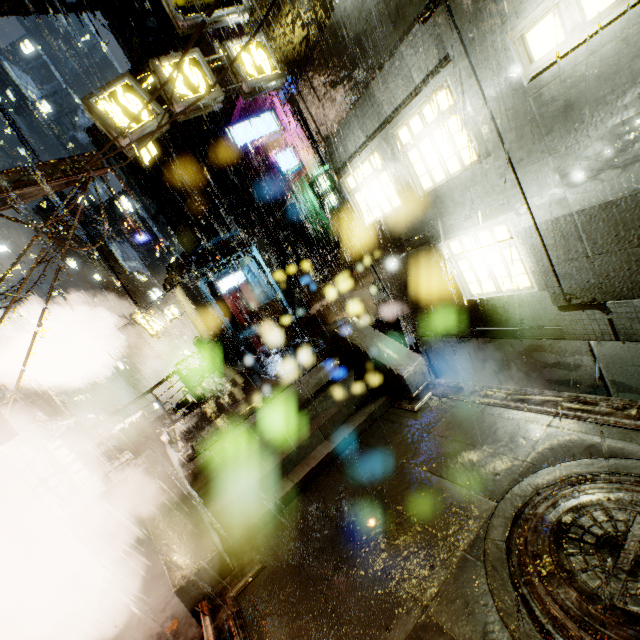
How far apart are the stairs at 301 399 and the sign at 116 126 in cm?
766

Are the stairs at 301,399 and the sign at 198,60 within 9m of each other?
yes

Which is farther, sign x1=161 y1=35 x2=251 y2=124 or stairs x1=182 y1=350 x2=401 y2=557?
sign x1=161 y1=35 x2=251 y2=124

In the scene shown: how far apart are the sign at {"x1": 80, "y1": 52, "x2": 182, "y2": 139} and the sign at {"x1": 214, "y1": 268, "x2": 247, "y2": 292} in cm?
1905

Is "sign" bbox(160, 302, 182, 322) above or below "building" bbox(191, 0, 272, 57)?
below

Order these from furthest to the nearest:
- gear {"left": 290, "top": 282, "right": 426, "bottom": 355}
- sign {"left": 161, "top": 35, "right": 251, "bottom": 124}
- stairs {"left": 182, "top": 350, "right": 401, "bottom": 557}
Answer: gear {"left": 290, "top": 282, "right": 426, "bottom": 355} → sign {"left": 161, "top": 35, "right": 251, "bottom": 124} → stairs {"left": 182, "top": 350, "right": 401, "bottom": 557}

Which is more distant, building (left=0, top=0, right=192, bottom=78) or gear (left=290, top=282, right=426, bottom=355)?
building (left=0, top=0, right=192, bottom=78)

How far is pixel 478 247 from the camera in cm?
780
